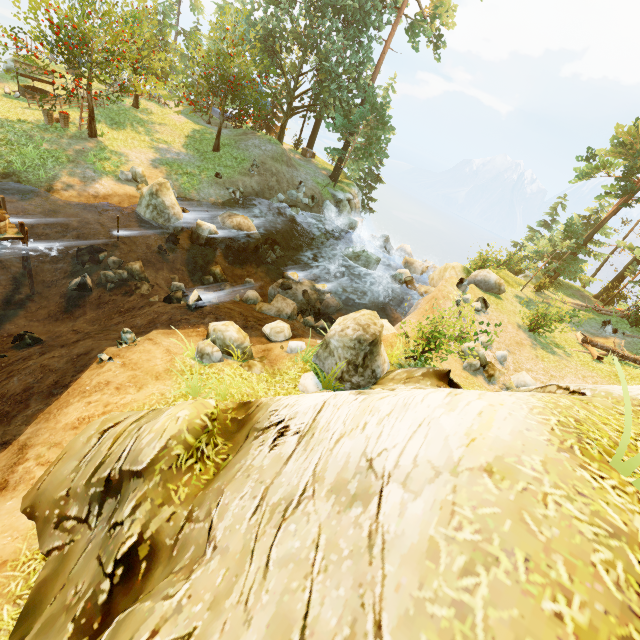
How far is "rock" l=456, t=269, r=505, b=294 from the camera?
16.91m

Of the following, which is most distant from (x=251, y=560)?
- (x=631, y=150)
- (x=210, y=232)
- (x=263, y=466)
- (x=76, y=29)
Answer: (x=631, y=150)

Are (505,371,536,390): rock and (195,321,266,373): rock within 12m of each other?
yes

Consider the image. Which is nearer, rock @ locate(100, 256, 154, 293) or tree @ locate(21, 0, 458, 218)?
rock @ locate(100, 256, 154, 293)

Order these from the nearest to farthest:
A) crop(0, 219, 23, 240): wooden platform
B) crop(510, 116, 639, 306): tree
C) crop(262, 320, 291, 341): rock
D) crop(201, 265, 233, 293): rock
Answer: crop(0, 219, 23, 240): wooden platform, crop(262, 320, 291, 341): rock, crop(201, 265, 233, 293): rock, crop(510, 116, 639, 306): tree

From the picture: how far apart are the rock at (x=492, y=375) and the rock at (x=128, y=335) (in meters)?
11.59

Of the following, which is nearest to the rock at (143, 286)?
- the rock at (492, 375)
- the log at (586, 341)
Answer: the rock at (492, 375)

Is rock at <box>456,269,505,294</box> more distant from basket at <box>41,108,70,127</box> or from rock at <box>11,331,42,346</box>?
basket at <box>41,108,70,127</box>
